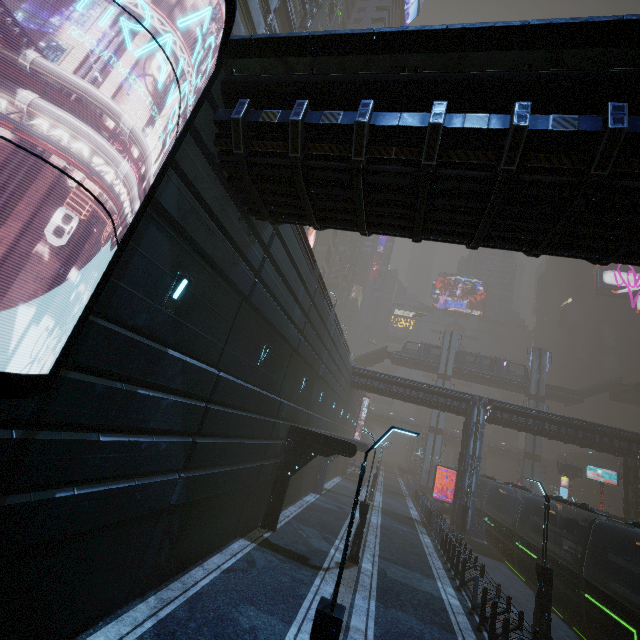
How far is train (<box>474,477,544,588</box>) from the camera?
20.0 meters

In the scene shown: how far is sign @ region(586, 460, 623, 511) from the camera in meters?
33.0

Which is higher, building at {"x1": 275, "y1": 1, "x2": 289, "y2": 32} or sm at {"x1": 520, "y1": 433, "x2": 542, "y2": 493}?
building at {"x1": 275, "y1": 1, "x2": 289, "y2": 32}

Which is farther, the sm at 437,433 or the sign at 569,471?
the sm at 437,433

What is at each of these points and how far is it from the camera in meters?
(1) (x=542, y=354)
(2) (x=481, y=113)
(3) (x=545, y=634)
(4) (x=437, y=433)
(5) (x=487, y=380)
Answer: (1) sm, 53.2
(2) building, 5.7
(3) street light, 12.3
(4) sm, 51.8
(5) bridge, 55.1

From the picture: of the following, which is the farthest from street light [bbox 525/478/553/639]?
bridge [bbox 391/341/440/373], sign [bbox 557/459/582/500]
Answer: bridge [bbox 391/341/440/373]

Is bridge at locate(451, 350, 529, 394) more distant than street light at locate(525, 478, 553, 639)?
Yes

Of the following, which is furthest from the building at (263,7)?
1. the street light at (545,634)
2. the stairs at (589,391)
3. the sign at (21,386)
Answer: the stairs at (589,391)
